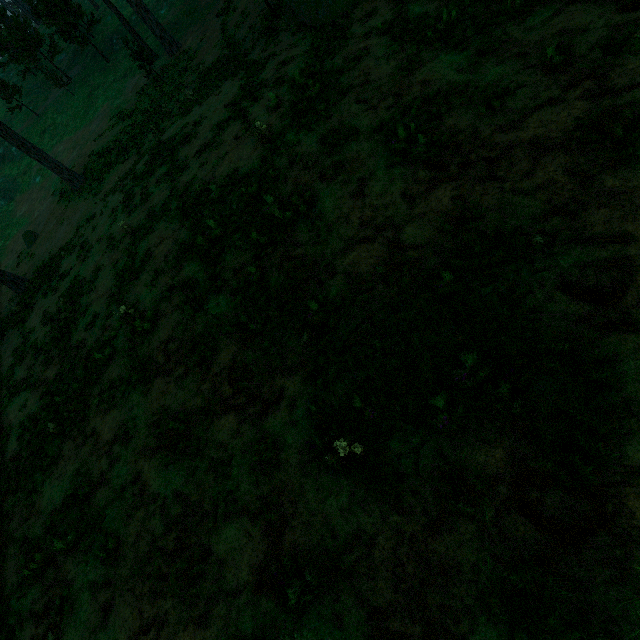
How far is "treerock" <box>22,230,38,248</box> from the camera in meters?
27.3 m

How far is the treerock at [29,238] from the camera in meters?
27.3 m

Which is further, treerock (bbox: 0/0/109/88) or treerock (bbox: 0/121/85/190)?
treerock (bbox: 0/0/109/88)

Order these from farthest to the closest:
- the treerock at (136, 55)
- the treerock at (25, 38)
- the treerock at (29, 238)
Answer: the treerock at (25, 38)
the treerock at (29, 238)
the treerock at (136, 55)

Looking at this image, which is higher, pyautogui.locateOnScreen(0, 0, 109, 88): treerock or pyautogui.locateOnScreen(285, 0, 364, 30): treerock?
pyautogui.locateOnScreen(0, 0, 109, 88): treerock

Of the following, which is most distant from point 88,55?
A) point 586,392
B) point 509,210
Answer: point 586,392
